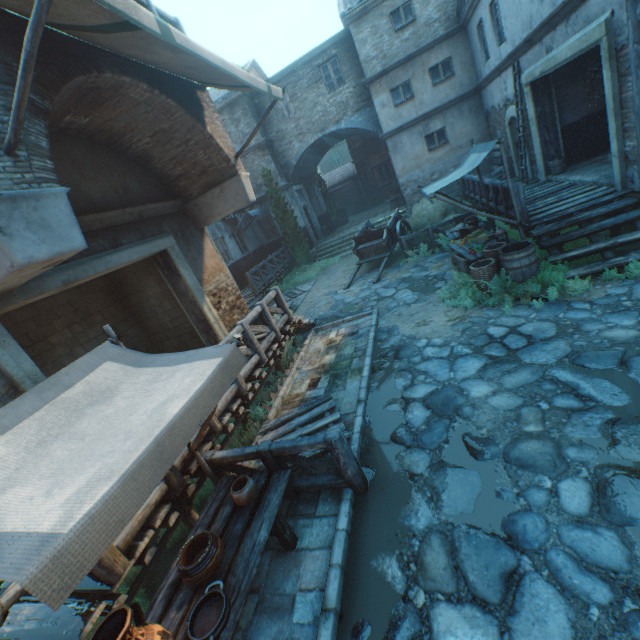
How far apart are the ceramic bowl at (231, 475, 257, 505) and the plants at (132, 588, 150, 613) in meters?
1.5 m

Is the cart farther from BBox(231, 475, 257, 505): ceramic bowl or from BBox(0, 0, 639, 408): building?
BBox(231, 475, 257, 505): ceramic bowl

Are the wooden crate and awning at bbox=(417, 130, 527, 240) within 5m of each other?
yes

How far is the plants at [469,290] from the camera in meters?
6.0 m

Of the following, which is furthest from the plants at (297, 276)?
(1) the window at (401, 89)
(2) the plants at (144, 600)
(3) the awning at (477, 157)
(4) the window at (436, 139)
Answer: (2) the plants at (144, 600)

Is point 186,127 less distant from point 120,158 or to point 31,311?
point 120,158

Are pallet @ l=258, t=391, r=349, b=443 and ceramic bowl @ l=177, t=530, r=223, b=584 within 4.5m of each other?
yes

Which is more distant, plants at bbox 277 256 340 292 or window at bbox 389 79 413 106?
plants at bbox 277 256 340 292
